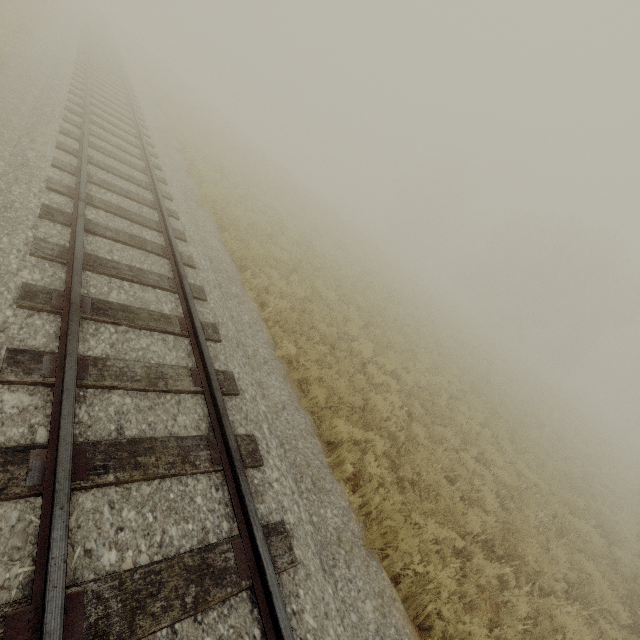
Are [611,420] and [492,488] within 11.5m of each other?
no
